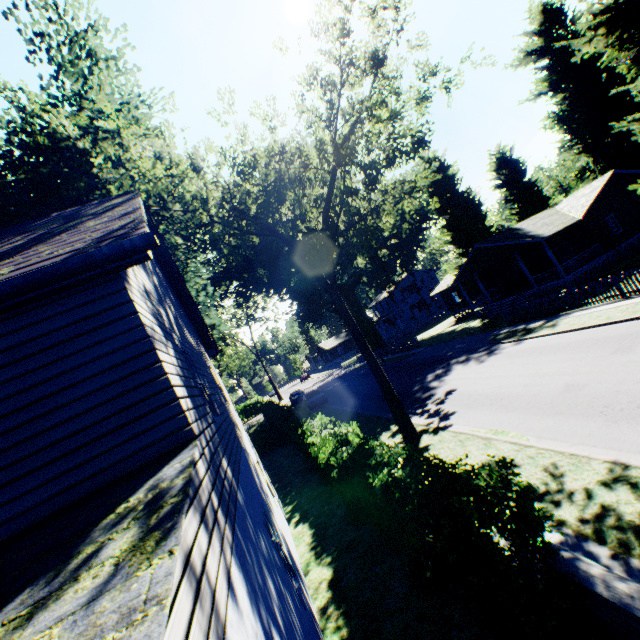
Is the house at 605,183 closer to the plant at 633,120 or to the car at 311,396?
the plant at 633,120

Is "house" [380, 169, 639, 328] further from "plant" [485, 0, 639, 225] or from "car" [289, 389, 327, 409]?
"car" [289, 389, 327, 409]

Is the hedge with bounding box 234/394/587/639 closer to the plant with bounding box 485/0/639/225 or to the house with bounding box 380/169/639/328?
the plant with bounding box 485/0/639/225

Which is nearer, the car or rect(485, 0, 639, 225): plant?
rect(485, 0, 639, 225): plant

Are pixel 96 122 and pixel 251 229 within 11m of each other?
yes

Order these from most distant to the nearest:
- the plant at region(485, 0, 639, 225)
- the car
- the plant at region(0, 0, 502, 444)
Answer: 1. the car
2. the plant at region(485, 0, 639, 225)
3. the plant at region(0, 0, 502, 444)

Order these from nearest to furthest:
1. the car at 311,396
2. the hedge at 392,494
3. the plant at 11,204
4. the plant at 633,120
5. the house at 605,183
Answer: the hedge at 392,494 → the plant at 11,204 → the plant at 633,120 → the house at 605,183 → the car at 311,396

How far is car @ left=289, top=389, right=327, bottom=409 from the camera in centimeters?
3077cm
